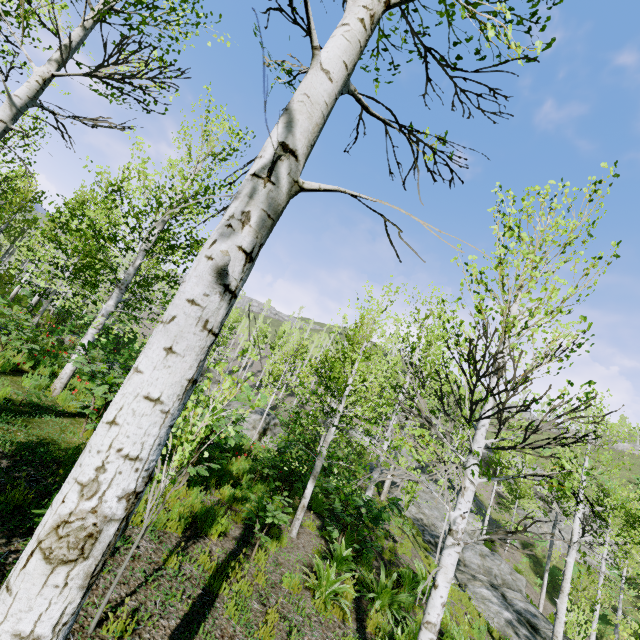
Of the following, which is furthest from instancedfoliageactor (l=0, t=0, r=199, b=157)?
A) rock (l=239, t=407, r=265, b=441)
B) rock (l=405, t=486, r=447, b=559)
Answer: rock (l=239, t=407, r=265, b=441)

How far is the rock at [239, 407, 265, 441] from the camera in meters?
14.6

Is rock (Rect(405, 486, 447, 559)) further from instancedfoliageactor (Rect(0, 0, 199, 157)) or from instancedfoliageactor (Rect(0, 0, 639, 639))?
instancedfoliageactor (Rect(0, 0, 639, 639))

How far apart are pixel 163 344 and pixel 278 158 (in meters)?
0.77

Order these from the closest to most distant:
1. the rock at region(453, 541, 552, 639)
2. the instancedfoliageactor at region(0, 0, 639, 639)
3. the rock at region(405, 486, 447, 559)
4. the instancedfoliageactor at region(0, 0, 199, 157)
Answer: the instancedfoliageactor at region(0, 0, 639, 639) < the instancedfoliageactor at region(0, 0, 199, 157) < the rock at region(453, 541, 552, 639) < the rock at region(405, 486, 447, 559)

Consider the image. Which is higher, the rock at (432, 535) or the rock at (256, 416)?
the rock at (256, 416)

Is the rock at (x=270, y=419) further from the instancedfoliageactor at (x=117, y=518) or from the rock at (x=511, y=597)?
the rock at (x=511, y=597)

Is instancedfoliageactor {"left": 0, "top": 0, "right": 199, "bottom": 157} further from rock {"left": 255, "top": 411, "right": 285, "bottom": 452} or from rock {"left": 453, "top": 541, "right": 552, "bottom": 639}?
rock {"left": 255, "top": 411, "right": 285, "bottom": 452}
